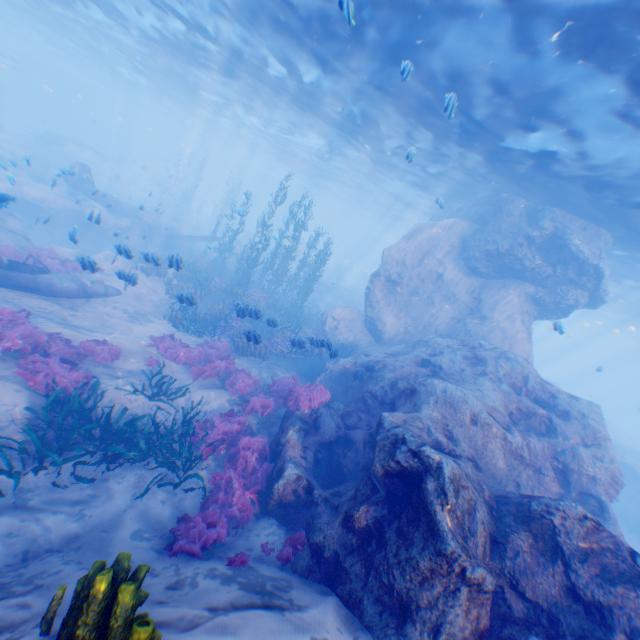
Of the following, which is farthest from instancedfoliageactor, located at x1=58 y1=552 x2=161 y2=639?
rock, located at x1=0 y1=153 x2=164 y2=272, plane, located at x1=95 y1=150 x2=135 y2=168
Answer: plane, located at x1=95 y1=150 x2=135 y2=168

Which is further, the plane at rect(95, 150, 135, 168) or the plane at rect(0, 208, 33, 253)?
the plane at rect(95, 150, 135, 168)

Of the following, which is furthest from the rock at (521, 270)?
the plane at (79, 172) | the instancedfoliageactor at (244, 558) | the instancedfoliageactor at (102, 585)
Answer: the instancedfoliageactor at (102, 585)

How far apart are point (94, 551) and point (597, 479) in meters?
12.0 m

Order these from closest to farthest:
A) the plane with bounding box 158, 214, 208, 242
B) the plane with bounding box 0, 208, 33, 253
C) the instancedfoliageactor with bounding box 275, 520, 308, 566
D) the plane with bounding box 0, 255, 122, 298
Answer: the instancedfoliageactor with bounding box 275, 520, 308, 566 < the plane with bounding box 0, 255, 122, 298 < the plane with bounding box 0, 208, 33, 253 < the plane with bounding box 158, 214, 208, 242

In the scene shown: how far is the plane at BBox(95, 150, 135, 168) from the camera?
41.1m

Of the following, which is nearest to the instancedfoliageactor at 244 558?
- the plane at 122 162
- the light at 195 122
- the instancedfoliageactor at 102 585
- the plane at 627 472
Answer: the instancedfoliageactor at 102 585

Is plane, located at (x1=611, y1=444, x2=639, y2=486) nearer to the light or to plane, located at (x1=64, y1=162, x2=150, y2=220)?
the light
